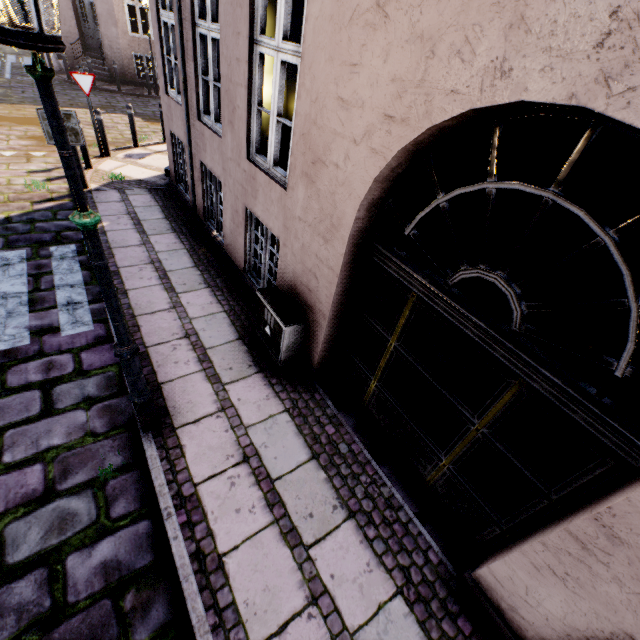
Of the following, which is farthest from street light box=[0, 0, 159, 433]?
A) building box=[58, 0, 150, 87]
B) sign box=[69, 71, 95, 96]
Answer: sign box=[69, 71, 95, 96]

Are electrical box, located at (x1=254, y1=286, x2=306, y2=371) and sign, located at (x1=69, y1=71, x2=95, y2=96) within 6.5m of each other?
no

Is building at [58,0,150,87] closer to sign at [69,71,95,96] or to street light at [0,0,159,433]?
street light at [0,0,159,433]

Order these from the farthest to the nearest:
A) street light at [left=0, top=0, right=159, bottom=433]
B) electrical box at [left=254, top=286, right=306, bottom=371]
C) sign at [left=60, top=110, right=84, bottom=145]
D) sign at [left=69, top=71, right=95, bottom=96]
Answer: sign at [left=69, top=71, right=95, bottom=96] → sign at [left=60, top=110, right=84, bottom=145] → electrical box at [left=254, top=286, right=306, bottom=371] → street light at [left=0, top=0, right=159, bottom=433]

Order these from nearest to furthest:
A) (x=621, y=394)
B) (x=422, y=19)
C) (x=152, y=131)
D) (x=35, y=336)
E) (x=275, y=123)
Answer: (x=422, y=19) < (x=275, y=123) < (x=35, y=336) < (x=621, y=394) < (x=152, y=131)

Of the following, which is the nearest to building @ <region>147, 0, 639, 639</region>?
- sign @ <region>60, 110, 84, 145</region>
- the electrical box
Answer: the electrical box

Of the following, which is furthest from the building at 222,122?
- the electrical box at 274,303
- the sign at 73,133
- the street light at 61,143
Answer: the sign at 73,133
